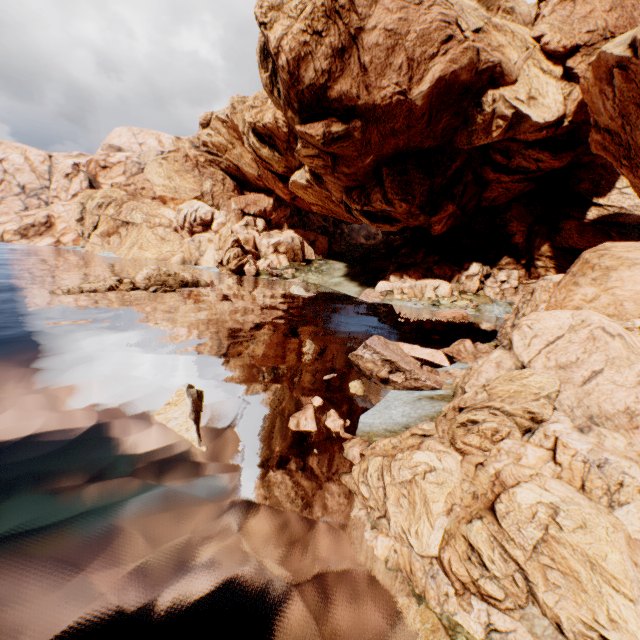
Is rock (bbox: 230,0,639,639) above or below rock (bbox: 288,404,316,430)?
above

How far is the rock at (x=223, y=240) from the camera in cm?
5716

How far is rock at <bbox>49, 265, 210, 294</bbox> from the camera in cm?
3225

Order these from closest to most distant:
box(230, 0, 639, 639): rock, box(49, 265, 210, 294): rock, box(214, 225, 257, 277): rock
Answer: box(230, 0, 639, 639): rock → box(49, 265, 210, 294): rock → box(214, 225, 257, 277): rock

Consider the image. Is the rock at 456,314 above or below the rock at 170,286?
above

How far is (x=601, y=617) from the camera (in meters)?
5.37
